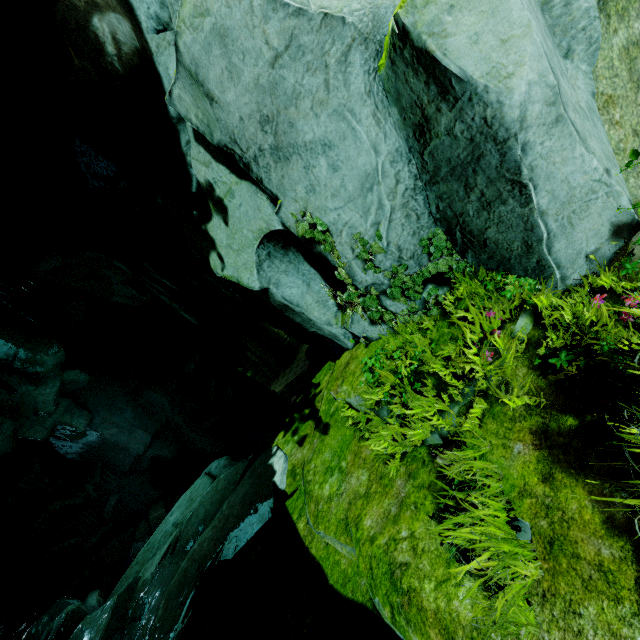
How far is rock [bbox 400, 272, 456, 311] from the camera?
4.23m

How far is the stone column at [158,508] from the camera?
15.16m

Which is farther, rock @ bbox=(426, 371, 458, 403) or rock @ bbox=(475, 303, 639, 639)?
rock @ bbox=(426, 371, 458, 403)

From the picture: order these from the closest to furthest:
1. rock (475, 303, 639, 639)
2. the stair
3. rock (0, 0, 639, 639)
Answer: rock (475, 303, 639, 639) → rock (0, 0, 639, 639) → the stair

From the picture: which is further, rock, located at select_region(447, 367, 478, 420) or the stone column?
the stone column

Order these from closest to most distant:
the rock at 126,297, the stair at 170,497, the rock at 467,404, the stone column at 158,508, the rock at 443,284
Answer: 1. the rock at 126,297
2. the rock at 467,404
3. the rock at 443,284
4. the stone column at 158,508
5. the stair at 170,497

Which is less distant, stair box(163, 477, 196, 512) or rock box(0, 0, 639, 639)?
rock box(0, 0, 639, 639)

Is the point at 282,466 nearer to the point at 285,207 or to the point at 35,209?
the point at 285,207
